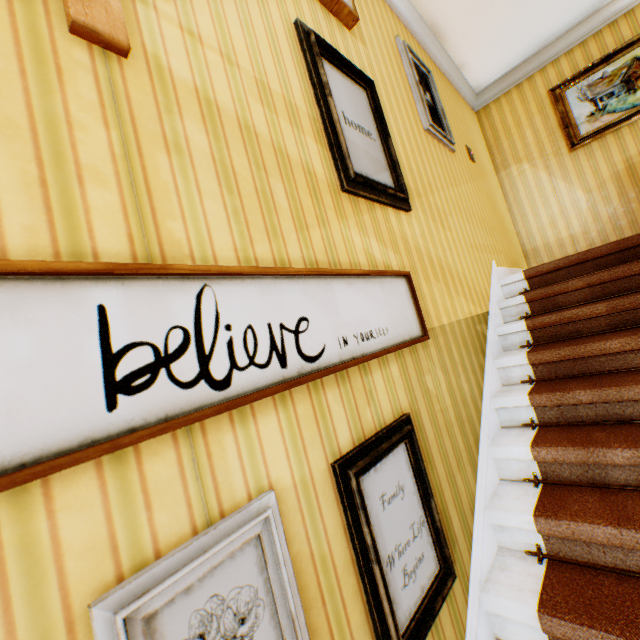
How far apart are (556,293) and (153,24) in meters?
3.3 m

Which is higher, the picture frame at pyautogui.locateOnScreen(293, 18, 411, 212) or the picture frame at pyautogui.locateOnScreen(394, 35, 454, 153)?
the picture frame at pyautogui.locateOnScreen(394, 35, 454, 153)

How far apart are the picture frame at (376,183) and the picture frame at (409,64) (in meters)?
0.96

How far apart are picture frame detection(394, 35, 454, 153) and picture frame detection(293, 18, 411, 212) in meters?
1.0

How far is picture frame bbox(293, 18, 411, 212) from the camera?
1.7 meters

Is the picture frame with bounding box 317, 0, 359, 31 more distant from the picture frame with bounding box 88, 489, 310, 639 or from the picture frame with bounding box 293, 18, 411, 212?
the picture frame with bounding box 88, 489, 310, 639

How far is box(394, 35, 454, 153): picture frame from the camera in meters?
3.1 m

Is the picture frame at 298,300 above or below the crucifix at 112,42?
below
